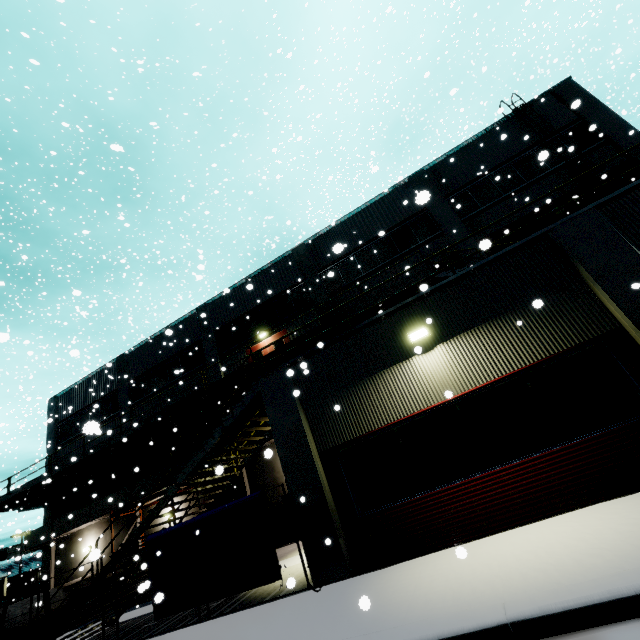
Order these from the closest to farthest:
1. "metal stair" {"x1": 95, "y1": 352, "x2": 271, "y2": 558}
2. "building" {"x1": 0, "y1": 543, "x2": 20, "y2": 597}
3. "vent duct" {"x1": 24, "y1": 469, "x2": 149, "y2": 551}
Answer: "metal stair" {"x1": 95, "y1": 352, "x2": 271, "y2": 558}, "vent duct" {"x1": 24, "y1": 469, "x2": 149, "y2": 551}, "building" {"x1": 0, "y1": 543, "x2": 20, "y2": 597}

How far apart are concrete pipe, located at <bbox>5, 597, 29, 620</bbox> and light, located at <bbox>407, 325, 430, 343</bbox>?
20.7 meters

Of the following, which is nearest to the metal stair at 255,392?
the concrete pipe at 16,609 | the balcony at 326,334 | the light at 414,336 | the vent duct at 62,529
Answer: the balcony at 326,334

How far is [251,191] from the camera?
10.8m

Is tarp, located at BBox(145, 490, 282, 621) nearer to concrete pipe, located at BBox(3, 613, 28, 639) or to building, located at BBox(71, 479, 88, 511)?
building, located at BBox(71, 479, 88, 511)

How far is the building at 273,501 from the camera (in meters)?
16.14

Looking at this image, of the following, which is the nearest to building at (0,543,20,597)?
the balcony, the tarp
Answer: the balcony

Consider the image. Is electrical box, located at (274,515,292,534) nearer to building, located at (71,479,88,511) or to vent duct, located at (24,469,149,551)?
building, located at (71,479,88,511)
